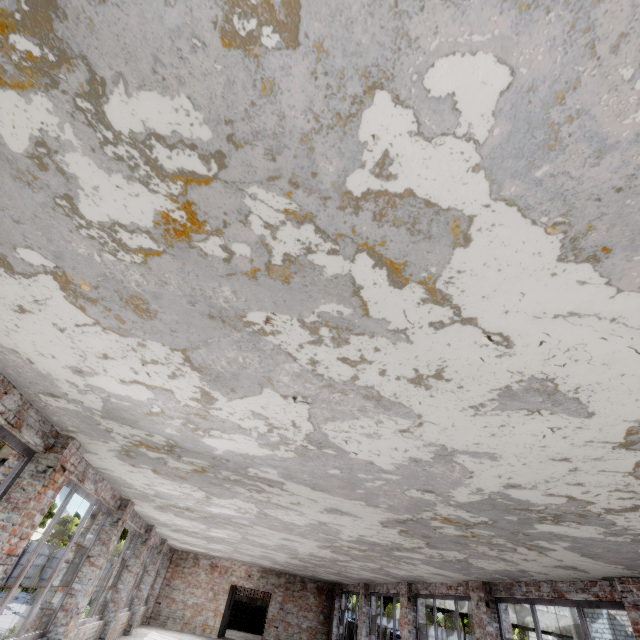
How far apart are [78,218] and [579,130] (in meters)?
2.17

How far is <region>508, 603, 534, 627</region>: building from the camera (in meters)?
22.03

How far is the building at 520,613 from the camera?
22.0 meters
